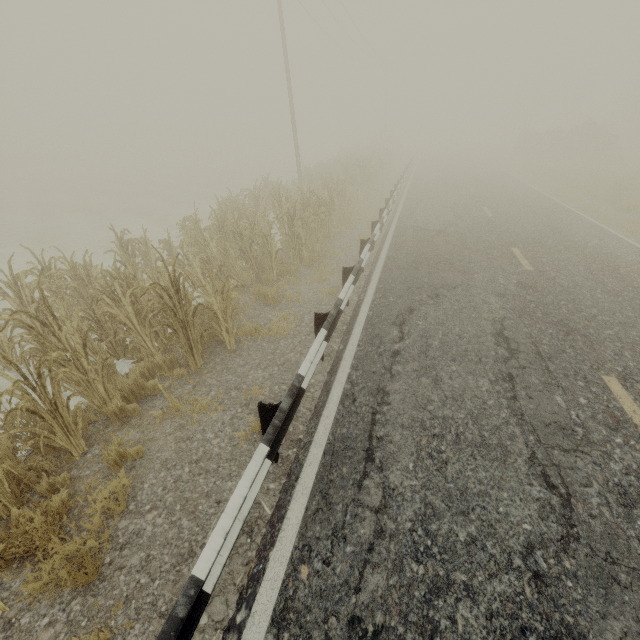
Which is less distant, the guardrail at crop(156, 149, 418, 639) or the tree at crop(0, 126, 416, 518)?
the guardrail at crop(156, 149, 418, 639)

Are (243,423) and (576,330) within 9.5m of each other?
yes

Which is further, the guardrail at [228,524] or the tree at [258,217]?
the tree at [258,217]
